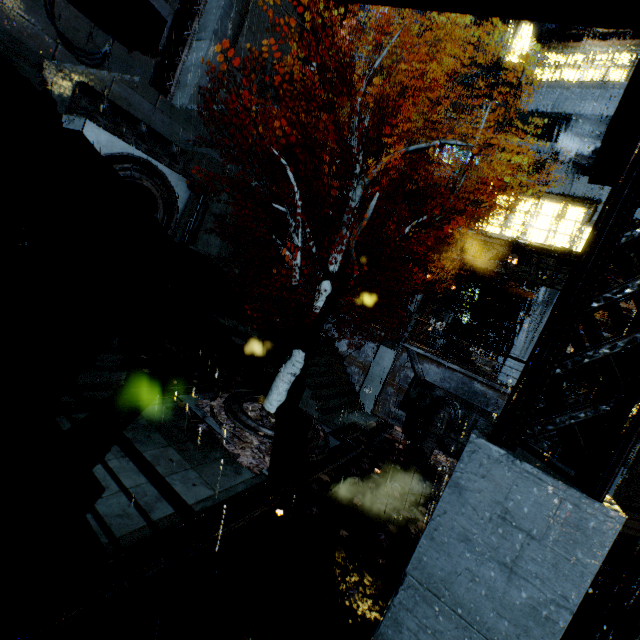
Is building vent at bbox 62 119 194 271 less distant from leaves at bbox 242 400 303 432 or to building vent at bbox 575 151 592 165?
leaves at bbox 242 400 303 432

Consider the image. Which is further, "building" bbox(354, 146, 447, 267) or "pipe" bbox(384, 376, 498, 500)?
"building" bbox(354, 146, 447, 267)

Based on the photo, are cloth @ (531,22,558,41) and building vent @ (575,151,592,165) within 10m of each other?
yes

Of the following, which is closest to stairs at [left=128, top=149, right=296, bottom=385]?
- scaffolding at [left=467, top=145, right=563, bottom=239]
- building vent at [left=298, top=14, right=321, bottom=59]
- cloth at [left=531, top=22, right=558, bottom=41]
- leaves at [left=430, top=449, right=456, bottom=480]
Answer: leaves at [left=430, top=449, right=456, bottom=480]

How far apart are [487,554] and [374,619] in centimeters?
561cm

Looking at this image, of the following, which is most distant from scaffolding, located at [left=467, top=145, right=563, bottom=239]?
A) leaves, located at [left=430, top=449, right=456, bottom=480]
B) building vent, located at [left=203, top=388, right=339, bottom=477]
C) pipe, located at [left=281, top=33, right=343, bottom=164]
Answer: pipe, located at [left=281, top=33, right=343, bottom=164]

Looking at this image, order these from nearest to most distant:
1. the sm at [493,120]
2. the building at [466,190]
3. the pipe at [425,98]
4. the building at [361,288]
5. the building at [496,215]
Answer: the building at [496,215] → the building at [466,190] → the sm at [493,120] → the pipe at [425,98] → the building at [361,288]

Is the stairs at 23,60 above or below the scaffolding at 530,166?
below
